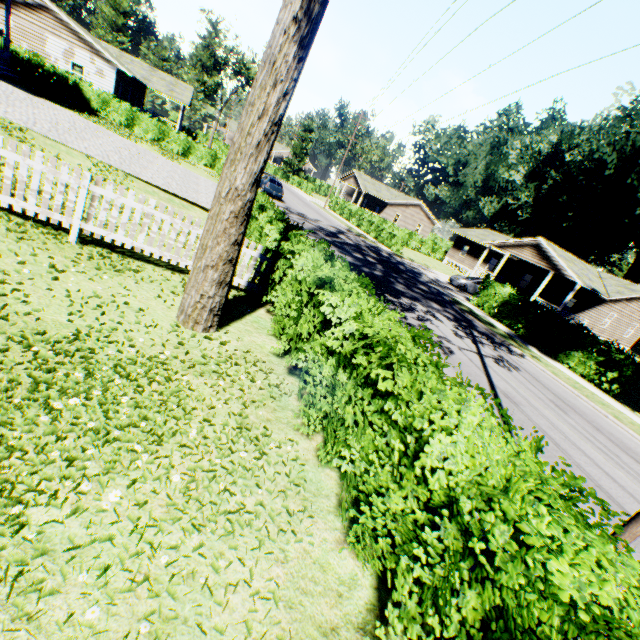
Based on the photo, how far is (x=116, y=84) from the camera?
28.16m

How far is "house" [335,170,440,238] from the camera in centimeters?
5109cm

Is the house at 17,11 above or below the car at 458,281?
above

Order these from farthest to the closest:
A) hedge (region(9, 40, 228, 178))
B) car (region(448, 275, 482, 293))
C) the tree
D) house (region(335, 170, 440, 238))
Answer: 1. house (region(335, 170, 440, 238))
2. car (region(448, 275, 482, 293))
3. hedge (region(9, 40, 228, 178))
4. the tree

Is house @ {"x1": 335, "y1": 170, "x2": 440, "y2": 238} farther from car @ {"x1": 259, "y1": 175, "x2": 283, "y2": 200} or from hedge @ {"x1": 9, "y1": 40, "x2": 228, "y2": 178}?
hedge @ {"x1": 9, "y1": 40, "x2": 228, "y2": 178}

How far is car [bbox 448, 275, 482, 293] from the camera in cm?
2677

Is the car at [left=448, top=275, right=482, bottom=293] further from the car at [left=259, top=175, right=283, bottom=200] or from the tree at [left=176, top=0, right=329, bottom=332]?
the tree at [left=176, top=0, right=329, bottom=332]

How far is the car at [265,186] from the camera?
29.1 meters
